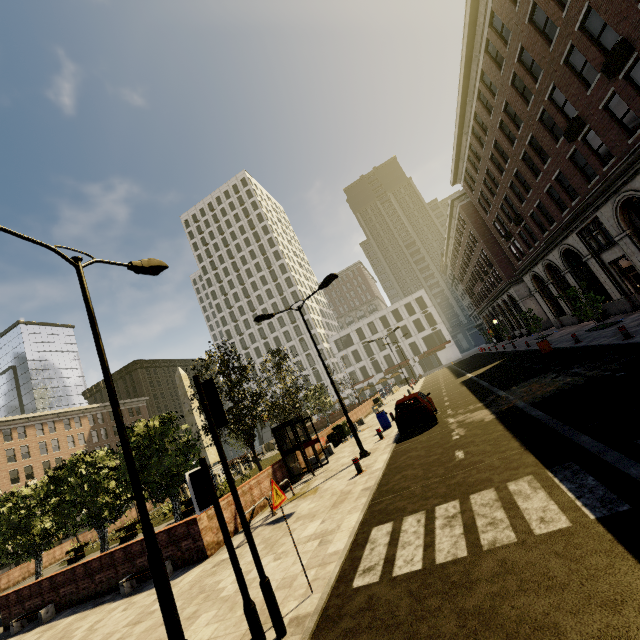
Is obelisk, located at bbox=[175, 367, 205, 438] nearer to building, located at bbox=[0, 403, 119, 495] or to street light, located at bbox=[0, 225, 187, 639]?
street light, located at bbox=[0, 225, 187, 639]

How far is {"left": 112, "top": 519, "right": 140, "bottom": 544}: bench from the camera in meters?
21.6 m

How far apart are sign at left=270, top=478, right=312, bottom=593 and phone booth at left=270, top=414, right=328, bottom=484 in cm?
954

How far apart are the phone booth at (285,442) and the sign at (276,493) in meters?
9.5

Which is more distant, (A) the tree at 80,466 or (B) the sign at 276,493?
(A) the tree at 80,466

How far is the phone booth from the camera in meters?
14.9 m

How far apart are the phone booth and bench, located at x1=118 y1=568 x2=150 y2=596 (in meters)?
6.12

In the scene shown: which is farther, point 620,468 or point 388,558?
point 388,558
